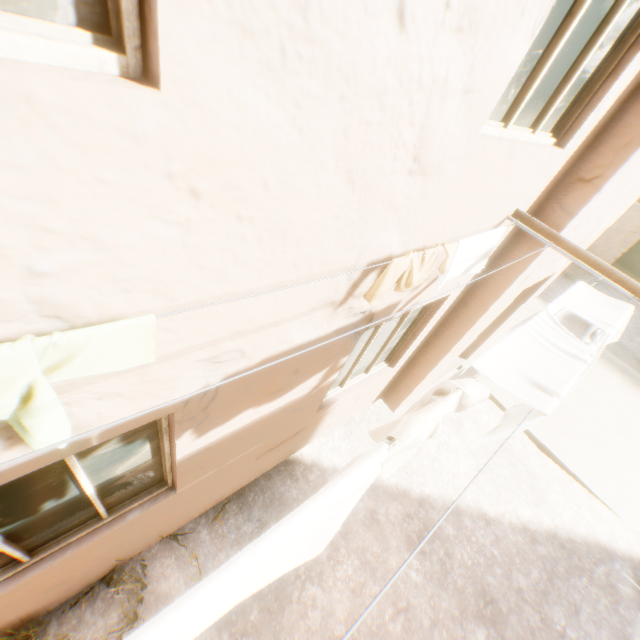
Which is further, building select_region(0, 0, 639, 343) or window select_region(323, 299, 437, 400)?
window select_region(323, 299, 437, 400)

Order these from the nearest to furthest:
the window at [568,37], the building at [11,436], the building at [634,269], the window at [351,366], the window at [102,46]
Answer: the window at [102,46] → the building at [11,436] → the window at [568,37] → the window at [351,366] → the building at [634,269]

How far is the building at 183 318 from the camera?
1.4m

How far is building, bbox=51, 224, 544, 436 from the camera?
1.40m

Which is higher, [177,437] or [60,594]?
[177,437]

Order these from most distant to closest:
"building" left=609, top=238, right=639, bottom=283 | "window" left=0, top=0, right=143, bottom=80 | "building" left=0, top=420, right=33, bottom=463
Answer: "building" left=609, top=238, right=639, bottom=283
"building" left=0, top=420, right=33, bottom=463
"window" left=0, top=0, right=143, bottom=80

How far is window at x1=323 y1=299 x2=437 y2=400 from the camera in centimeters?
356cm

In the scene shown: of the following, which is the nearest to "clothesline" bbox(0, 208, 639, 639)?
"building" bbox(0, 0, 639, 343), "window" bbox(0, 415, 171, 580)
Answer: "building" bbox(0, 0, 639, 343)
